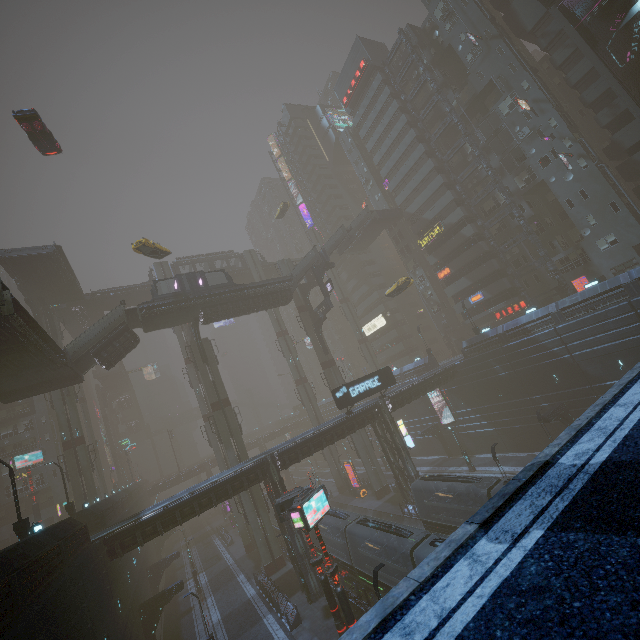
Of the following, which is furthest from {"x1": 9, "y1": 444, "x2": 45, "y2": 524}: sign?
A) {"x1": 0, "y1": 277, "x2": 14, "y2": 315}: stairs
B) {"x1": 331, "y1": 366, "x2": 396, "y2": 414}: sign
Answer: {"x1": 331, "y1": 366, "x2": 396, "y2": 414}: sign

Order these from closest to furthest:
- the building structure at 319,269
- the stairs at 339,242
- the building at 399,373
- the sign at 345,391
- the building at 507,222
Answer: the sign at 345,391 < the building structure at 319,269 < the building at 507,222 < the building at 399,373 < the stairs at 339,242

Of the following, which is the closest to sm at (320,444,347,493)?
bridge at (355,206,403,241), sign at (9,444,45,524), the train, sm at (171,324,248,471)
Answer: the train

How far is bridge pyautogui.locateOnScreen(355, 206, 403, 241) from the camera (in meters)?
53.88

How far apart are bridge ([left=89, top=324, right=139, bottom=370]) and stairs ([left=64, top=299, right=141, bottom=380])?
0.0m

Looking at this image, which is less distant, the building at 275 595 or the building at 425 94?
the building at 275 595

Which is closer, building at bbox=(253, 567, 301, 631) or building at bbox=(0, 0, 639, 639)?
building at bbox=(253, 567, 301, 631)

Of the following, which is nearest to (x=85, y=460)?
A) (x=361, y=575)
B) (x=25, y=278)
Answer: (x=25, y=278)
